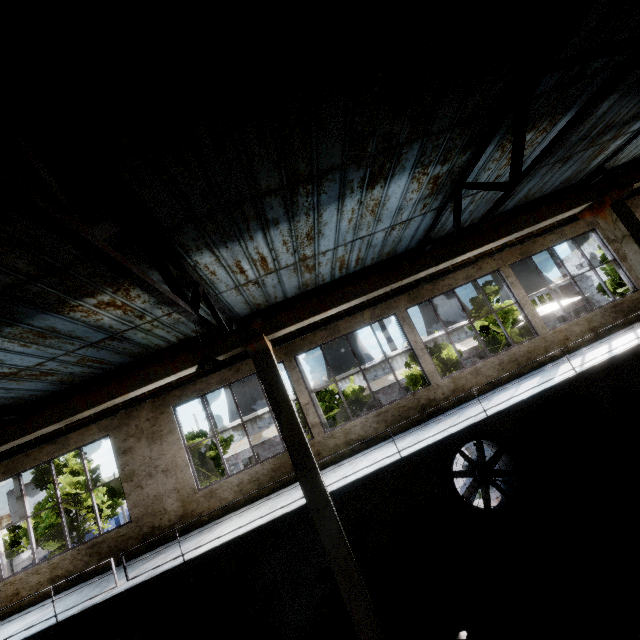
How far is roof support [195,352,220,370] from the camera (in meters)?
5.56

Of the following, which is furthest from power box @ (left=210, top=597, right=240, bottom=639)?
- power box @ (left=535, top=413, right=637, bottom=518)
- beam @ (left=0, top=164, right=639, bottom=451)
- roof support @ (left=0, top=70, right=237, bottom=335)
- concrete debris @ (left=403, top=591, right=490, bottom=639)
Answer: power box @ (left=535, top=413, right=637, bottom=518)

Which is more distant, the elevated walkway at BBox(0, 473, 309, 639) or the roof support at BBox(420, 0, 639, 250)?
the elevated walkway at BBox(0, 473, 309, 639)

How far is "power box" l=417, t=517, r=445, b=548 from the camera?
9.1 meters

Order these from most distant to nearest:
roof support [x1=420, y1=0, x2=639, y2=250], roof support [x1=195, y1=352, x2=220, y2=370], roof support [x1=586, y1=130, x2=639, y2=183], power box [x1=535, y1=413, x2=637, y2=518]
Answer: roof support [x1=586, y1=130, x2=639, y2=183] → power box [x1=535, y1=413, x2=637, y2=518] → roof support [x1=195, y1=352, x2=220, y2=370] → roof support [x1=420, y1=0, x2=639, y2=250]

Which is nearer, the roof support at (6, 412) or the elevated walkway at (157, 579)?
the elevated walkway at (157, 579)

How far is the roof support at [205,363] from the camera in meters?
5.6

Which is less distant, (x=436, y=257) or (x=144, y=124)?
(x=144, y=124)
